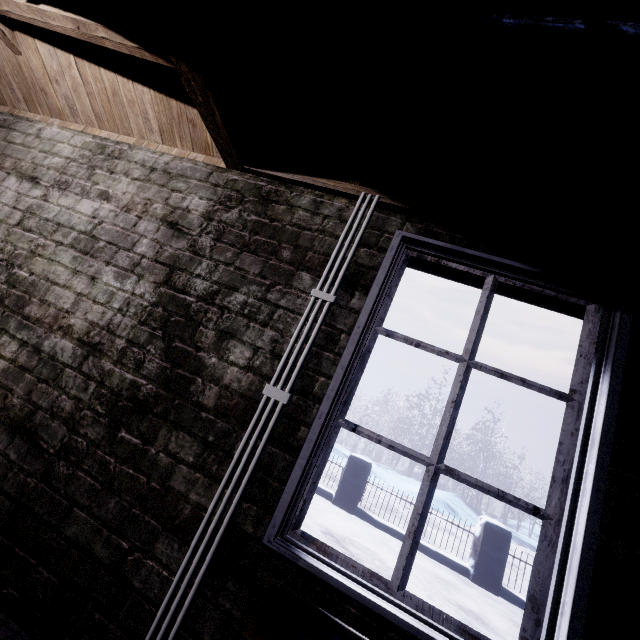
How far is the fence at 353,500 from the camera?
5.6m

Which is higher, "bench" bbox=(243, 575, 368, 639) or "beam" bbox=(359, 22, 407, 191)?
"beam" bbox=(359, 22, 407, 191)

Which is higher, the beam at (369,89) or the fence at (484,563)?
the beam at (369,89)

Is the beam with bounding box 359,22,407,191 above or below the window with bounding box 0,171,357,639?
above

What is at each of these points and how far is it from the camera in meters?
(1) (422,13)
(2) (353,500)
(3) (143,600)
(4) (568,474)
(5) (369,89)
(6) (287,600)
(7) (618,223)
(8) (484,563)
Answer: (1) pipe, 0.6 m
(2) fence, 5.7 m
(3) window, 1.1 m
(4) window, 1.1 m
(5) beam, 1.2 m
(6) bench, 0.9 m
(7) beam, 1.2 m
(8) fence, 5.0 m

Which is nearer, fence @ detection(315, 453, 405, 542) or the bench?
the bench

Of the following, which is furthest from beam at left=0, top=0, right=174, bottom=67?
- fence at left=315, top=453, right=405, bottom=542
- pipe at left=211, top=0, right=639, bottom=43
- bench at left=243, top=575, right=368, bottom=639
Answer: fence at left=315, top=453, right=405, bottom=542

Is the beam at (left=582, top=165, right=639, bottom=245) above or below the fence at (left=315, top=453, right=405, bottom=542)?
above
